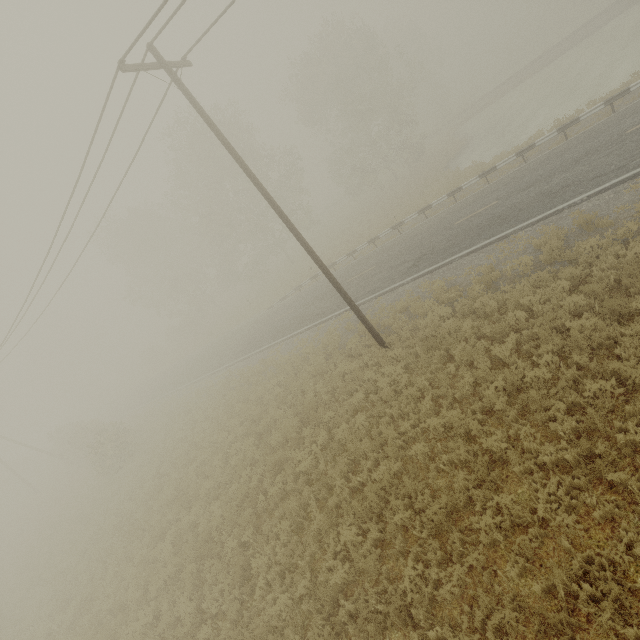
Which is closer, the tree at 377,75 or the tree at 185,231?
the tree at 377,75

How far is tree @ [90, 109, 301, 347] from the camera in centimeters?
3127cm

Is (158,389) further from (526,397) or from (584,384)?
(584,384)

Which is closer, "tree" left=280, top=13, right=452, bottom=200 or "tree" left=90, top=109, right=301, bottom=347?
"tree" left=280, top=13, right=452, bottom=200
